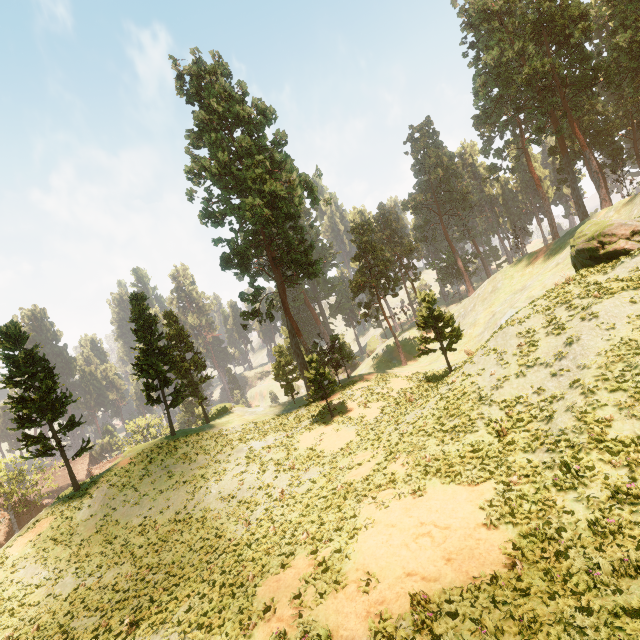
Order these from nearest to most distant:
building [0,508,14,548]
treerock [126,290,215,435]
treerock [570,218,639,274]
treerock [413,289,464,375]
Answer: treerock [570,218,639,274], treerock [413,289,464,375], treerock [126,290,215,435], building [0,508,14,548]

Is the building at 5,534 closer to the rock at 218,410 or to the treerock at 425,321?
the treerock at 425,321

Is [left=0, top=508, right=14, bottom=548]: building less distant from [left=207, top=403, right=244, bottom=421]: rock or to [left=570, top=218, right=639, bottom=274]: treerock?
[left=570, top=218, right=639, bottom=274]: treerock

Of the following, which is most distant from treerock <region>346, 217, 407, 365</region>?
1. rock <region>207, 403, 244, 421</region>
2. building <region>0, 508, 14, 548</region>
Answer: rock <region>207, 403, 244, 421</region>

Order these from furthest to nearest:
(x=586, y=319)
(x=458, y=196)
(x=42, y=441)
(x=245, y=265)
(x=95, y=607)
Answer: (x=458, y=196), (x=245, y=265), (x=42, y=441), (x=95, y=607), (x=586, y=319)

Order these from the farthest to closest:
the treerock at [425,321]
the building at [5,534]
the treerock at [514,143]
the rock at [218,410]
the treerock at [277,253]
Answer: the treerock at [514,143], the building at [5,534], the rock at [218,410], the treerock at [277,253], the treerock at [425,321]

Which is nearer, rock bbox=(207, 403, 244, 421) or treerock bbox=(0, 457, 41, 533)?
rock bbox=(207, 403, 244, 421)
